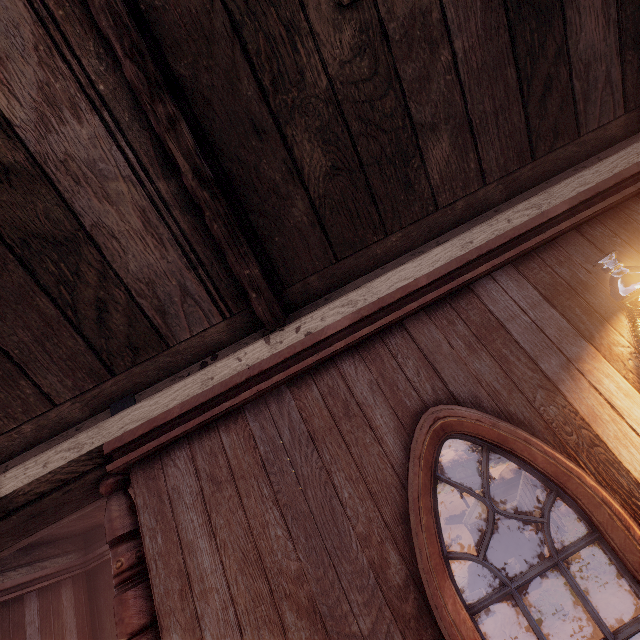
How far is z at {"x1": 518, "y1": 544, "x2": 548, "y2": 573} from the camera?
8.4m

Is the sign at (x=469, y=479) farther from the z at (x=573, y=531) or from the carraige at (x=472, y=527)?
the carraige at (x=472, y=527)

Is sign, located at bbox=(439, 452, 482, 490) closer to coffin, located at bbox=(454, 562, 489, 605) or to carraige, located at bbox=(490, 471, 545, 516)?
carraige, located at bbox=(490, 471, 545, 516)

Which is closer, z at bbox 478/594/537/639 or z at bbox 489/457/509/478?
z at bbox 478/594/537/639

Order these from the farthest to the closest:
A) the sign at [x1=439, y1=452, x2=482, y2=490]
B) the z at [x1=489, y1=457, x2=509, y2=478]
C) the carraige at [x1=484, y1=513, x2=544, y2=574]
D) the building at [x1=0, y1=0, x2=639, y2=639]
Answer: the z at [x1=489, y1=457, x2=509, y2=478] → the sign at [x1=439, y1=452, x2=482, y2=490] → the carraige at [x1=484, y1=513, x2=544, y2=574] → the building at [x1=0, y1=0, x2=639, y2=639]

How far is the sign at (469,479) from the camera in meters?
13.7 m

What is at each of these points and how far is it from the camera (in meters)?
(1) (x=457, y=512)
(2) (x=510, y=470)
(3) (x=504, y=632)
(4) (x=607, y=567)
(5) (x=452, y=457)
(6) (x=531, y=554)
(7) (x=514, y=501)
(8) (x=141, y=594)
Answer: (1) z, 16.72
(2) instancedfoliageactor, 10.88
(3) z, 6.60
(4) z, 6.65
(5) instancedfoliageactor, 26.81
(6) z, 8.91
(7) carraige, 8.34
(8) pillars, 2.07

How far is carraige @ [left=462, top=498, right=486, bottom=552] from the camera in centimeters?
795cm
